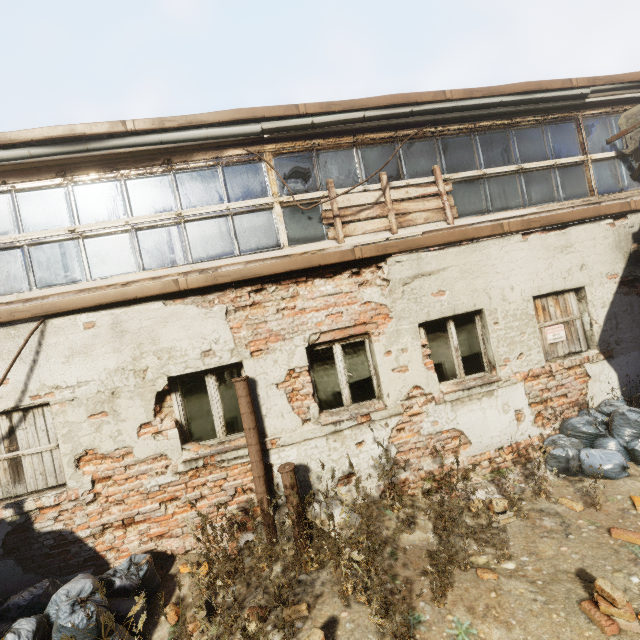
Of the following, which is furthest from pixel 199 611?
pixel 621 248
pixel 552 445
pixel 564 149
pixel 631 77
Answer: pixel 631 77

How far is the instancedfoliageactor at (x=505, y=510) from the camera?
3.62m

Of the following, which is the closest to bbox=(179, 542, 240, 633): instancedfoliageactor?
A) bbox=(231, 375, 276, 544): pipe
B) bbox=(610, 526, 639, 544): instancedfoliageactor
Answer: bbox=(231, 375, 276, 544): pipe

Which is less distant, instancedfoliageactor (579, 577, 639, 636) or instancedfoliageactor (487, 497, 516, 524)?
instancedfoliageactor (579, 577, 639, 636)

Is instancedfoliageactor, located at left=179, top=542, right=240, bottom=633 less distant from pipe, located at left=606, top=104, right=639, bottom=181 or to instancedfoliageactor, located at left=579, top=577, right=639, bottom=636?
instancedfoliageactor, located at left=579, top=577, right=639, bottom=636

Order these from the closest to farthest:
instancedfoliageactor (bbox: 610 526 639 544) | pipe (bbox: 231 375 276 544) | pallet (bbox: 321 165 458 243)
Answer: instancedfoliageactor (bbox: 610 526 639 544) → pipe (bbox: 231 375 276 544) → pallet (bbox: 321 165 458 243)

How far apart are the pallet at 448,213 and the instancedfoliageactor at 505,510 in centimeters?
406cm

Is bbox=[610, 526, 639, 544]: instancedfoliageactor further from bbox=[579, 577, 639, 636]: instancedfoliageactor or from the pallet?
the pallet
